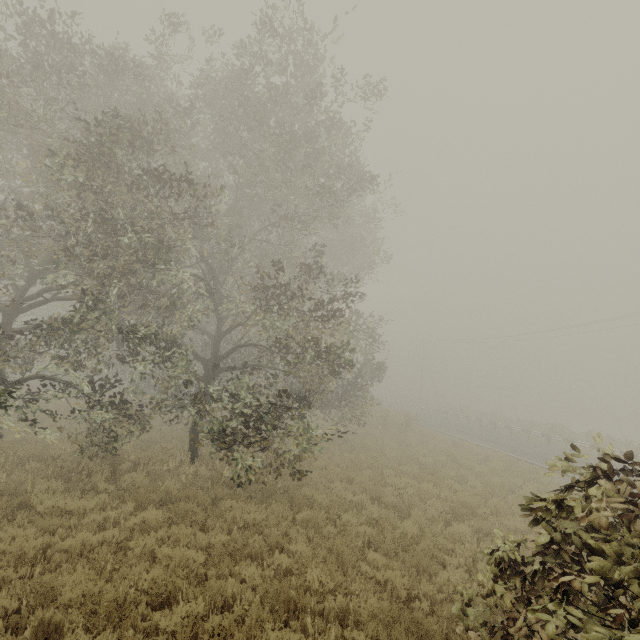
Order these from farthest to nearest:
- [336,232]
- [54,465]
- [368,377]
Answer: [336,232], [368,377], [54,465]

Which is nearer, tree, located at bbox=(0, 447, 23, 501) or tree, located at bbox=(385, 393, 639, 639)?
tree, located at bbox=(385, 393, 639, 639)

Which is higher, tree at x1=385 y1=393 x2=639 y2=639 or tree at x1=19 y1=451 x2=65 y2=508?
tree at x1=385 y1=393 x2=639 y2=639

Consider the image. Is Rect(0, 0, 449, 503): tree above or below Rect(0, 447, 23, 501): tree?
above

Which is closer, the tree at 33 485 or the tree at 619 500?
the tree at 619 500

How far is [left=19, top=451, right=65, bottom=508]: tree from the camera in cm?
797
